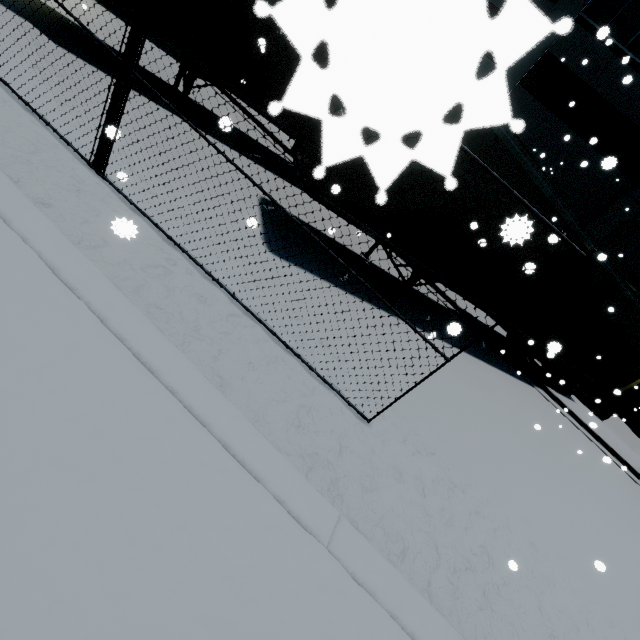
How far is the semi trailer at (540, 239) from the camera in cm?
738

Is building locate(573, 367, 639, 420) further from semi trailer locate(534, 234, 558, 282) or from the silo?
semi trailer locate(534, 234, 558, 282)

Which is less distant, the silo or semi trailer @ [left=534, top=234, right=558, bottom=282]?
semi trailer @ [left=534, top=234, right=558, bottom=282]

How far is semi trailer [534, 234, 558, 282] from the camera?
7.4m

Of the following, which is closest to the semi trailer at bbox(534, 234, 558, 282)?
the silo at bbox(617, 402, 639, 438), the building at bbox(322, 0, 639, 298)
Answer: the silo at bbox(617, 402, 639, 438)

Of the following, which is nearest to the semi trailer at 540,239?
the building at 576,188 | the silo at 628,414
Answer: the silo at 628,414

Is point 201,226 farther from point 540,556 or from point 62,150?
point 540,556
